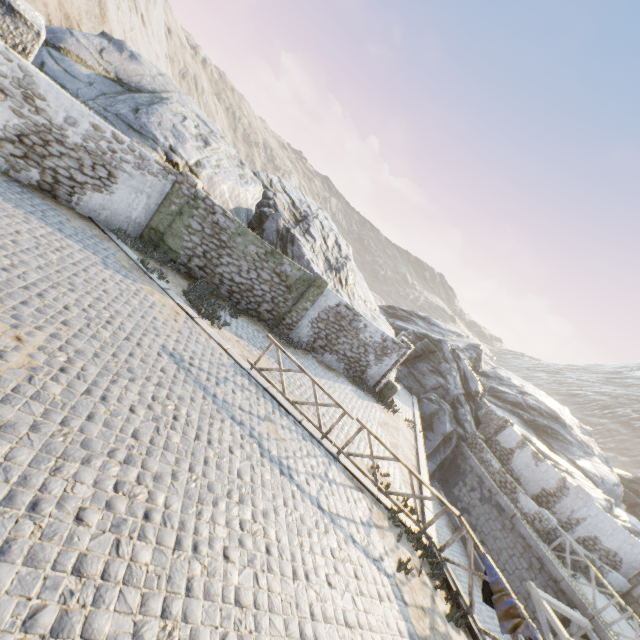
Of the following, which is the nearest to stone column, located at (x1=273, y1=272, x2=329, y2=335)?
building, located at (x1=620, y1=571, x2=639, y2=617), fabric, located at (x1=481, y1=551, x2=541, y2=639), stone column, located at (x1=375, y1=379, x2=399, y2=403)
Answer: stone column, located at (x1=375, y1=379, x2=399, y2=403)

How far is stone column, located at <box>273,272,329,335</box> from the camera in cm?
1384

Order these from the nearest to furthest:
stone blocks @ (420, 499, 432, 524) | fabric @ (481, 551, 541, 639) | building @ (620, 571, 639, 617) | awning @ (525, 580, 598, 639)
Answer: fabric @ (481, 551, 541, 639)
stone blocks @ (420, 499, 432, 524)
awning @ (525, 580, 598, 639)
building @ (620, 571, 639, 617)

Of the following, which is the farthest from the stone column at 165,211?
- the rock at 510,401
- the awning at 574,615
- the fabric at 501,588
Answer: the awning at 574,615

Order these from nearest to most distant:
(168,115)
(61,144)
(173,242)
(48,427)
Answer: (48,427) → (61,144) → (173,242) → (168,115)

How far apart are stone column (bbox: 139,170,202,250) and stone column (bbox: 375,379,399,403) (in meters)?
11.38

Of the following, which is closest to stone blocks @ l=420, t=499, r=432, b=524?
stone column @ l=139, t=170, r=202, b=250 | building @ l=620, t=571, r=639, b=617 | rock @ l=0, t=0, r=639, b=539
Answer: rock @ l=0, t=0, r=639, b=539

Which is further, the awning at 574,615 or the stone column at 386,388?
the stone column at 386,388
